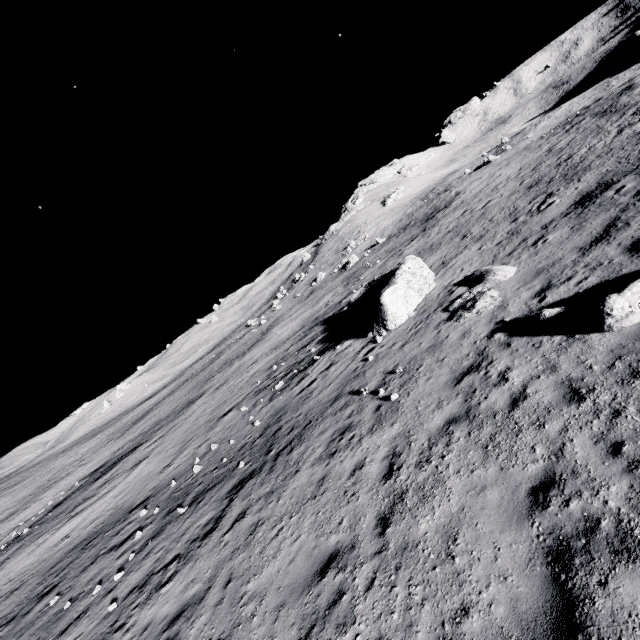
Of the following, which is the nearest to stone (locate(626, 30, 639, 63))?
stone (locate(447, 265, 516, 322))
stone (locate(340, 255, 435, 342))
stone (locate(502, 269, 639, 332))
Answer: stone (locate(340, 255, 435, 342))

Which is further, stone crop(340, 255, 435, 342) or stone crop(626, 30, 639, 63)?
stone crop(626, 30, 639, 63)

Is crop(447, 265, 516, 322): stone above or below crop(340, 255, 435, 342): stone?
below

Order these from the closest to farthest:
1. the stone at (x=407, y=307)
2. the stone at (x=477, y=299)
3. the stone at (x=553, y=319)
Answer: the stone at (x=553, y=319) < the stone at (x=477, y=299) < the stone at (x=407, y=307)

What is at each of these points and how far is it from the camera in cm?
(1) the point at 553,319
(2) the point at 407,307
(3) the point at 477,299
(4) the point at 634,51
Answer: (1) stone, 829
(2) stone, 1596
(3) stone, 1223
(4) stone, 5369

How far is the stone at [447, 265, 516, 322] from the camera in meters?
11.7

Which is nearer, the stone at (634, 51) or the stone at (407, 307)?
the stone at (407, 307)

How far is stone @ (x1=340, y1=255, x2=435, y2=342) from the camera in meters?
15.4 m
